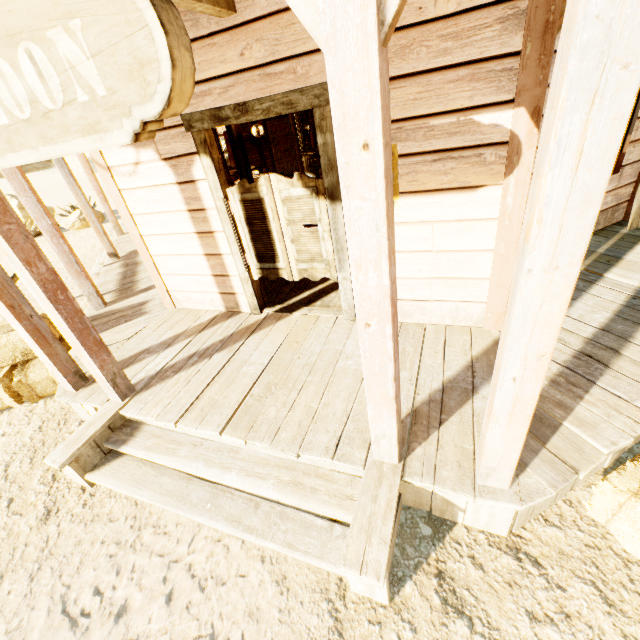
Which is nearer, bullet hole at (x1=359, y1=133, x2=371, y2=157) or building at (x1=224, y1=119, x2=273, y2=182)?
bullet hole at (x1=359, y1=133, x2=371, y2=157)

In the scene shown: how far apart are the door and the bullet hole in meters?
1.8

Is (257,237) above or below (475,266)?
above

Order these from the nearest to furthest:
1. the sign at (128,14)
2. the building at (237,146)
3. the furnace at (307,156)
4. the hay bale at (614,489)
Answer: the sign at (128,14) < the hay bale at (614,489) < the building at (237,146) < the furnace at (307,156)

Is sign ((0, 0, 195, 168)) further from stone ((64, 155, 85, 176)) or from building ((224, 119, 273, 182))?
stone ((64, 155, 85, 176))

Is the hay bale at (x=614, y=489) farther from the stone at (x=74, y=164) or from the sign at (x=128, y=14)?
the stone at (x=74, y=164)

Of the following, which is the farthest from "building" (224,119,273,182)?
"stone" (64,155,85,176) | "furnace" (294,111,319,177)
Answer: "stone" (64,155,85,176)

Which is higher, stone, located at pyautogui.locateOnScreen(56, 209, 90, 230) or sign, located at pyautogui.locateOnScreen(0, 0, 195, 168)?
sign, located at pyautogui.locateOnScreen(0, 0, 195, 168)
